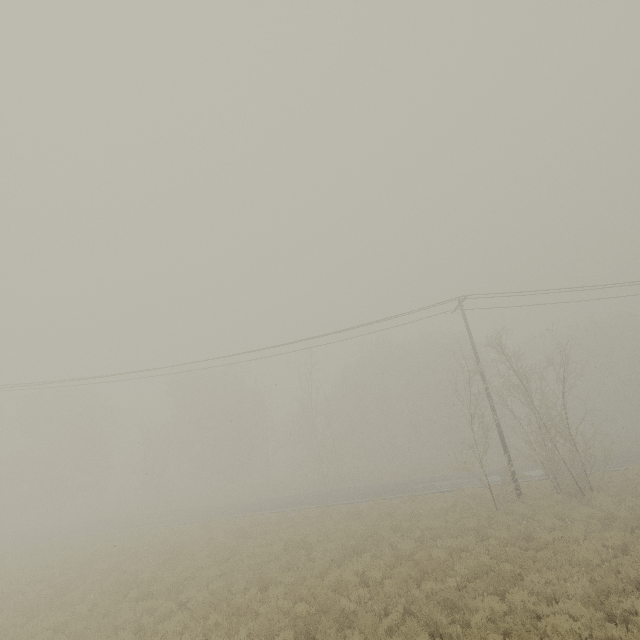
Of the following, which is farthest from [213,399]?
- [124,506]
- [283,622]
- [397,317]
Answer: [283,622]
